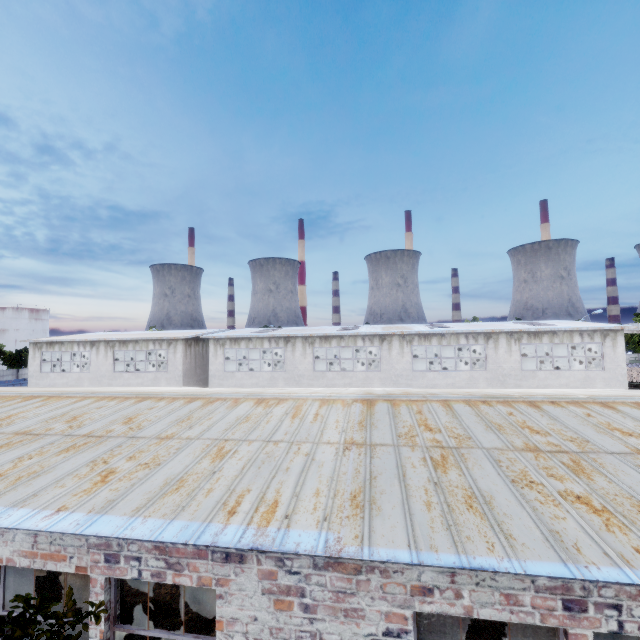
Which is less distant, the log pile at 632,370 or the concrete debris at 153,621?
→ the concrete debris at 153,621

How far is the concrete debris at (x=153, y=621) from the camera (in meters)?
8.51

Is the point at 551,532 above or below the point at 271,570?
above

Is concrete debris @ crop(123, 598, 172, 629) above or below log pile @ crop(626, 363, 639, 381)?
below

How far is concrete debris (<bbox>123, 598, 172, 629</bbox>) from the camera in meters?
8.5 m

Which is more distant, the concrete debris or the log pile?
the log pile
